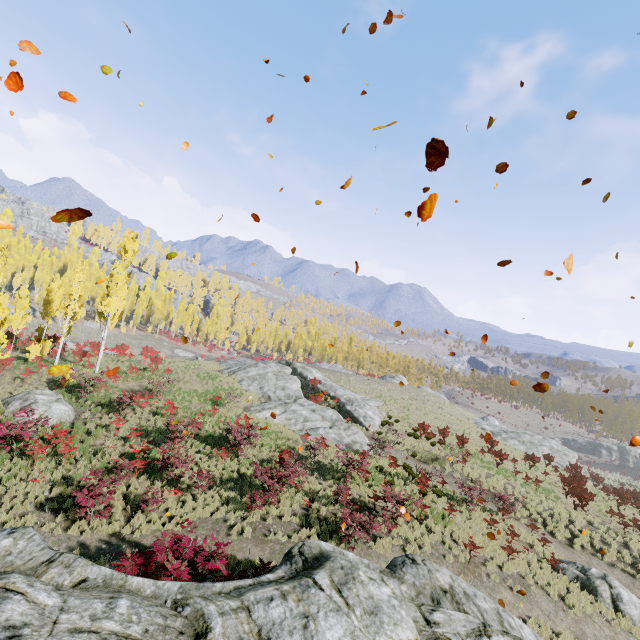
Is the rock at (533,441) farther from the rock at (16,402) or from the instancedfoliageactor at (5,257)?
the rock at (16,402)

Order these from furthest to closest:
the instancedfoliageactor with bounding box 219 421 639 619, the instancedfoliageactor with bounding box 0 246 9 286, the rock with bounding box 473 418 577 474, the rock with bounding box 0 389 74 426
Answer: the rock with bounding box 473 418 577 474
the instancedfoliageactor with bounding box 0 246 9 286
the rock with bounding box 0 389 74 426
the instancedfoliageactor with bounding box 219 421 639 619

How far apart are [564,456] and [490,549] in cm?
3463

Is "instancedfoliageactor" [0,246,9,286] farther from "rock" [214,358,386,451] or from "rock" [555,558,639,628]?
"rock" [214,358,386,451]

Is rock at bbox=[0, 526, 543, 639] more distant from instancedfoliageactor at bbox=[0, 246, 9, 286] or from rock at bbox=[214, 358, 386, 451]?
rock at bbox=[214, 358, 386, 451]

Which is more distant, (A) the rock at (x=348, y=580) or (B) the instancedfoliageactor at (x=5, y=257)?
(B) the instancedfoliageactor at (x=5, y=257)

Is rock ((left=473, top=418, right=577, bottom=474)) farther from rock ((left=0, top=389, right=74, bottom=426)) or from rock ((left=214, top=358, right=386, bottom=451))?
rock ((left=0, top=389, right=74, bottom=426))

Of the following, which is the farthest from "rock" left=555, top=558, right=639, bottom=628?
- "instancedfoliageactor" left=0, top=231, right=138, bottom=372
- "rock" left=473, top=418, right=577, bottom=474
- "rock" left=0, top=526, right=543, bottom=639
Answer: "rock" left=473, top=418, right=577, bottom=474
